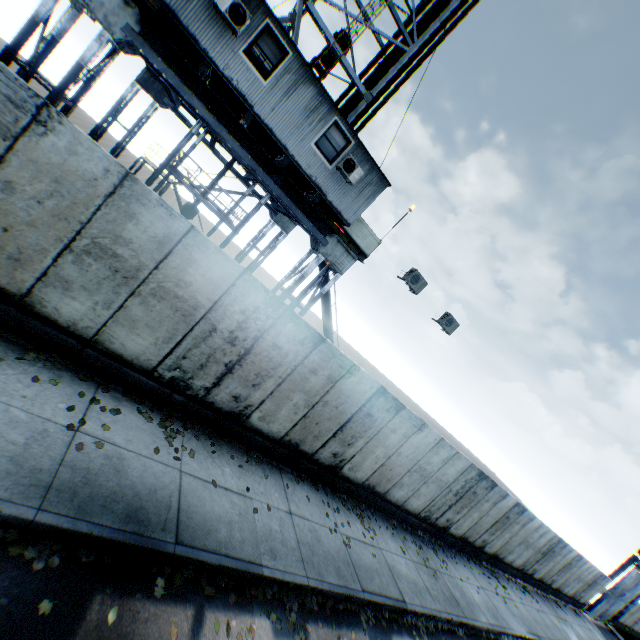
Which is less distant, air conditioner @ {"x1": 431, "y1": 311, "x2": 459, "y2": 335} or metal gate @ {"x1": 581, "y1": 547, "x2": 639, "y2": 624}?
air conditioner @ {"x1": 431, "y1": 311, "x2": 459, "y2": 335}

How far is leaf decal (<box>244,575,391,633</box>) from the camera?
5.5m

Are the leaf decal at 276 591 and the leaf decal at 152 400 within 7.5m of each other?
yes

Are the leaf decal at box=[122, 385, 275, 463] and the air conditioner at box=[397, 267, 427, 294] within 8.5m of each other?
yes

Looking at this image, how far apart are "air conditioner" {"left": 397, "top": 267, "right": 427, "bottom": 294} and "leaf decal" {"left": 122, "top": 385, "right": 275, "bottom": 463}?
7.17m

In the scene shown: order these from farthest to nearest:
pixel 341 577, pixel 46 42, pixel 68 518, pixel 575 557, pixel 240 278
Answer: pixel 575 557
pixel 46 42
pixel 341 577
pixel 240 278
pixel 68 518

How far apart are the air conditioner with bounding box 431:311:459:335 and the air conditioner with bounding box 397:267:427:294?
1.83m

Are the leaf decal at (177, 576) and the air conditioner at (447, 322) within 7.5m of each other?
no
